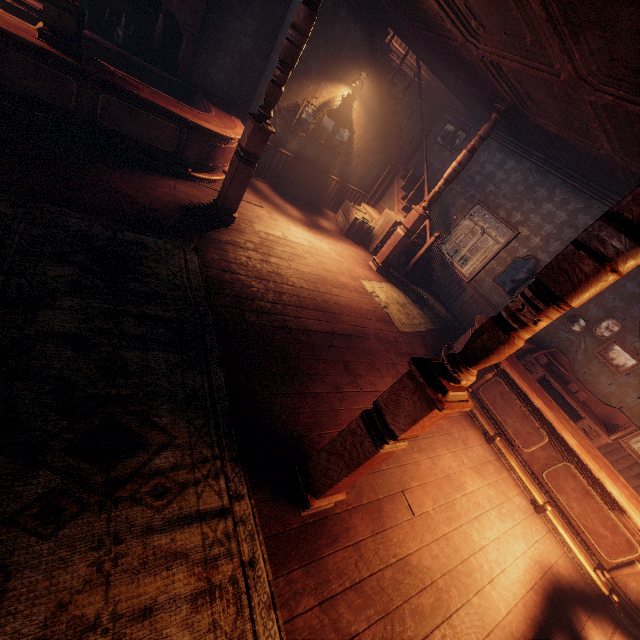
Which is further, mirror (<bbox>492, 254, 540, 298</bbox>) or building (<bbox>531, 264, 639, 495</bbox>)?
mirror (<bbox>492, 254, 540, 298</bbox>)

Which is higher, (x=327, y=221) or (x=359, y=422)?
(x=359, y=422)

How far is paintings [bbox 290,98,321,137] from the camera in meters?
7.1

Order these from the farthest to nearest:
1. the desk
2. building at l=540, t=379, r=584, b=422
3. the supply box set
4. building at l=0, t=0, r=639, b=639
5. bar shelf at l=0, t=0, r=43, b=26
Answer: the supply box set
building at l=540, t=379, r=584, b=422
the desk
bar shelf at l=0, t=0, r=43, b=26
building at l=0, t=0, r=639, b=639

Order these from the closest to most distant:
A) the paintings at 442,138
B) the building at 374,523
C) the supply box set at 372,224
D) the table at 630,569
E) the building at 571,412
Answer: the building at 374,523 → the table at 630,569 → the building at 571,412 → the supply box set at 372,224 → the paintings at 442,138

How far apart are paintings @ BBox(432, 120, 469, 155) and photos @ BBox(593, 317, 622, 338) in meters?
5.6

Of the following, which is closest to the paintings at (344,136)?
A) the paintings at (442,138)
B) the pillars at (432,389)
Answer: the paintings at (442,138)

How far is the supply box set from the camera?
8.2m
